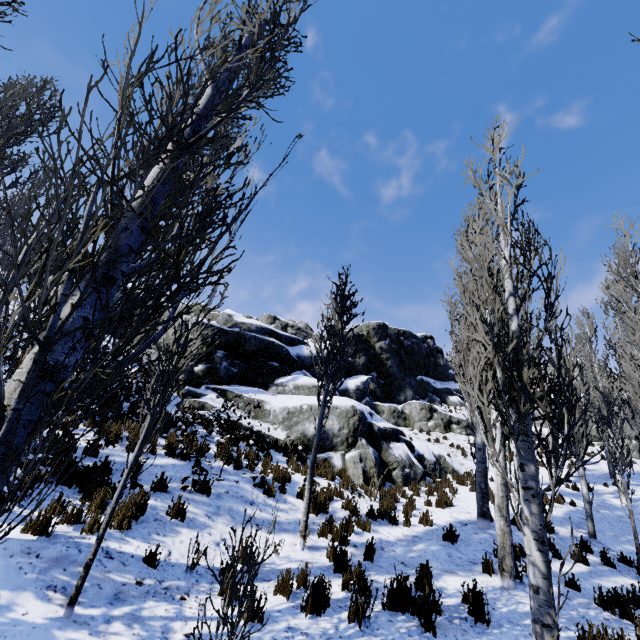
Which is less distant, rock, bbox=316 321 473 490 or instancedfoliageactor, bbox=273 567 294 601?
instancedfoliageactor, bbox=273 567 294 601

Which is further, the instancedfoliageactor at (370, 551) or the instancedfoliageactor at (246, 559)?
the instancedfoliageactor at (370, 551)

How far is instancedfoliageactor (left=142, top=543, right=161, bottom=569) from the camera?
4.5m

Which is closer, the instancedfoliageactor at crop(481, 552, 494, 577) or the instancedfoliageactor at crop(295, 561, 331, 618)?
the instancedfoliageactor at crop(295, 561, 331, 618)

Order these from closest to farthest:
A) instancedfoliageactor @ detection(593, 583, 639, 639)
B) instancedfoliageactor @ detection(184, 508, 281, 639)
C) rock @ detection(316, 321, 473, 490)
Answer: instancedfoliageactor @ detection(184, 508, 281, 639) < instancedfoliageactor @ detection(593, 583, 639, 639) < rock @ detection(316, 321, 473, 490)

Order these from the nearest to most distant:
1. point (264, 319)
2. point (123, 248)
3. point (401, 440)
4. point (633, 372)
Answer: point (123, 248) → point (633, 372) → point (401, 440) → point (264, 319)

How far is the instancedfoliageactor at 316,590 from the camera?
4.4m

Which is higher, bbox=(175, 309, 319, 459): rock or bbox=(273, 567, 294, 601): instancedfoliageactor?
bbox=(175, 309, 319, 459): rock
